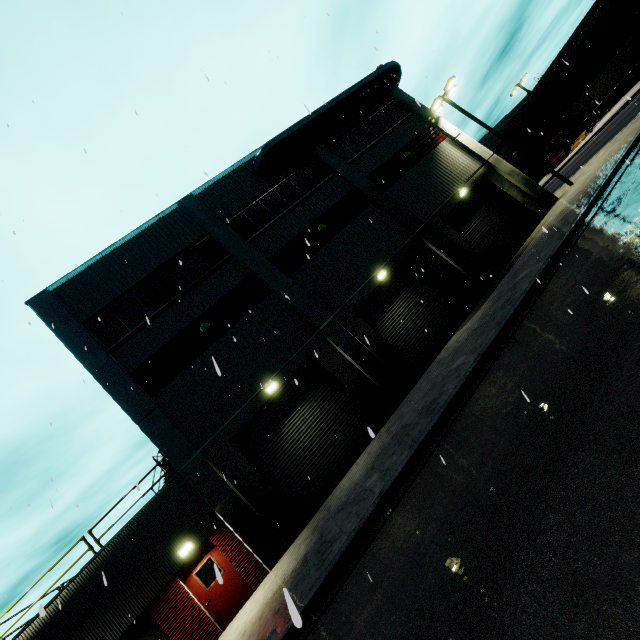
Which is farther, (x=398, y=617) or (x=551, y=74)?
(x=551, y=74)

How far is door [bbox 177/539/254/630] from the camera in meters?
11.1 m

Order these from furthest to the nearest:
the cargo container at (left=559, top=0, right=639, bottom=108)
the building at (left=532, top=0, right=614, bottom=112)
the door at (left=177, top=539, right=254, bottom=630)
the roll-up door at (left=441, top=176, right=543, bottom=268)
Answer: the building at (left=532, top=0, right=614, bottom=112)
the cargo container at (left=559, top=0, right=639, bottom=108)
the roll-up door at (left=441, top=176, right=543, bottom=268)
the door at (left=177, top=539, right=254, bottom=630)

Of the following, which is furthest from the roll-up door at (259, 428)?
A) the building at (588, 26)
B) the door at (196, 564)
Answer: the door at (196, 564)

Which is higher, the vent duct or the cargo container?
the vent duct

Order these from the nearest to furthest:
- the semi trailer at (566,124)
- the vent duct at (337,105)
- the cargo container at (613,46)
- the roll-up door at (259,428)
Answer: the roll-up door at (259,428) < the vent duct at (337,105) < the cargo container at (613,46) < the semi trailer at (566,124)

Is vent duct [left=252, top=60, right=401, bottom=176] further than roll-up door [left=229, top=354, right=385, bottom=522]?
Yes

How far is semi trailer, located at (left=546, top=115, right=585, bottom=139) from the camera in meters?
42.8
